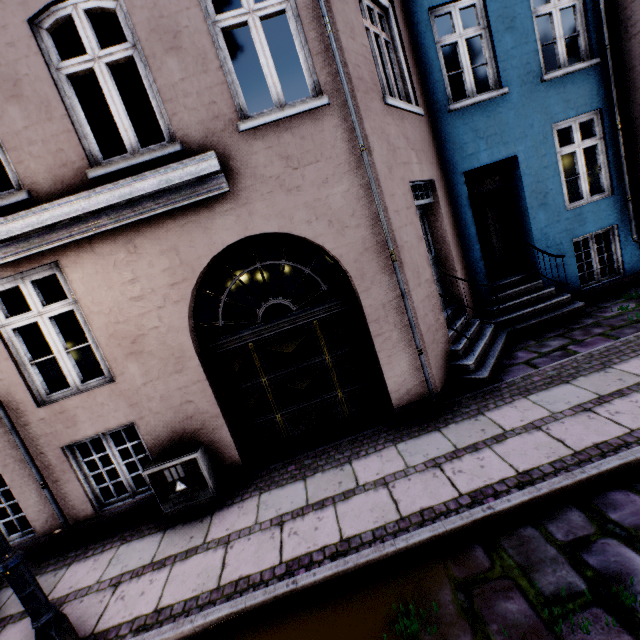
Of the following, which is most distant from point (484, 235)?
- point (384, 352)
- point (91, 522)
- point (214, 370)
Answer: point (91, 522)

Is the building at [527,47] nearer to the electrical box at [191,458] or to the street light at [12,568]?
the electrical box at [191,458]

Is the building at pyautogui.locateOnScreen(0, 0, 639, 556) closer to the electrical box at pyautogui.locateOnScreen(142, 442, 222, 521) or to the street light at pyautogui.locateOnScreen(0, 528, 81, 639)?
the electrical box at pyautogui.locateOnScreen(142, 442, 222, 521)

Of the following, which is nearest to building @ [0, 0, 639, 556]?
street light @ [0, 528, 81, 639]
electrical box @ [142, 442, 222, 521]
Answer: electrical box @ [142, 442, 222, 521]

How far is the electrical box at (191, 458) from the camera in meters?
4.4 m

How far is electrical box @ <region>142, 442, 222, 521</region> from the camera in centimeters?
439cm
